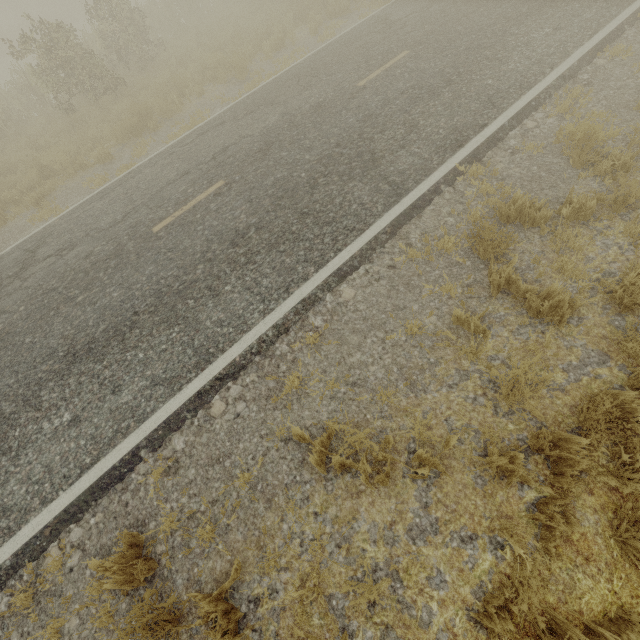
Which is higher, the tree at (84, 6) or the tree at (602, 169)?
the tree at (84, 6)

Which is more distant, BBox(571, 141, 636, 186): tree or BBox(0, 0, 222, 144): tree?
BBox(0, 0, 222, 144): tree

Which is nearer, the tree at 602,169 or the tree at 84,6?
the tree at 602,169

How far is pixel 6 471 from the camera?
4.1 meters

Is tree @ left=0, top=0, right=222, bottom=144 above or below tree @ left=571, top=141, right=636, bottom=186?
above
